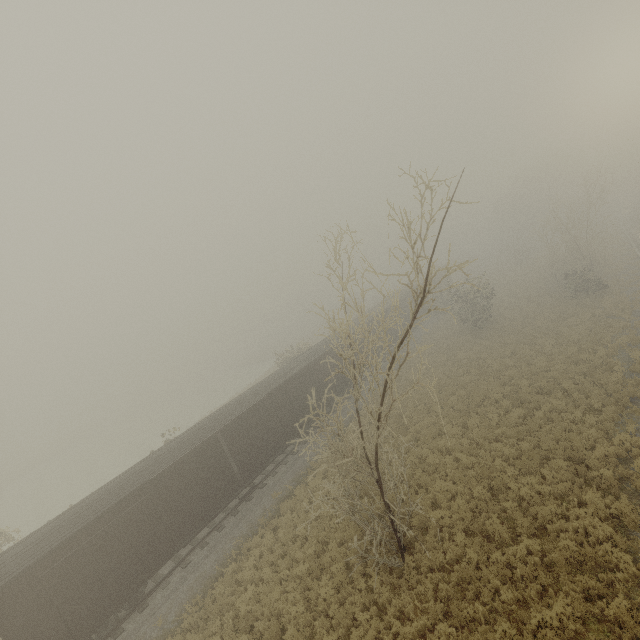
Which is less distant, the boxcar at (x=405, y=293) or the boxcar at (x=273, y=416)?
the boxcar at (x=273, y=416)

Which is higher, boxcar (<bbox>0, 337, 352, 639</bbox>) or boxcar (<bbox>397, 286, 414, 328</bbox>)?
boxcar (<bbox>397, 286, 414, 328</bbox>)

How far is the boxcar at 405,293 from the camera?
35.7 meters

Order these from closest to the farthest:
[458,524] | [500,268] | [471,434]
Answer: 1. [458,524]
2. [471,434]
3. [500,268]

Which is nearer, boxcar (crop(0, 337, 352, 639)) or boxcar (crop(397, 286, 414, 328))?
boxcar (crop(0, 337, 352, 639))

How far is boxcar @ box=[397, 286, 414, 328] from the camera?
35.7 meters
